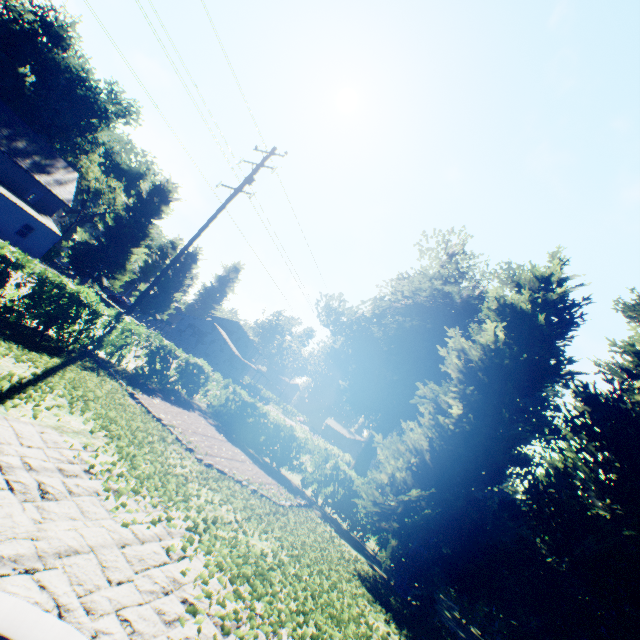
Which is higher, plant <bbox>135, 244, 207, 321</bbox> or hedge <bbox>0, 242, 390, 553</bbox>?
plant <bbox>135, 244, 207, 321</bbox>

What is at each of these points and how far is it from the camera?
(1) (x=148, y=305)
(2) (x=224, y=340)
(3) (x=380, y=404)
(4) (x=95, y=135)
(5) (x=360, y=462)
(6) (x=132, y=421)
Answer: (1) plant, 51.5m
(2) house, 53.8m
(3) plant, 26.2m
(4) plant, 46.2m
(5) plant, 31.3m
(6) plant, 8.0m

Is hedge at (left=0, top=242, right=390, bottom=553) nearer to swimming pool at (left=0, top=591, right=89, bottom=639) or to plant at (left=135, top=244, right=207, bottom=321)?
plant at (left=135, top=244, right=207, bottom=321)

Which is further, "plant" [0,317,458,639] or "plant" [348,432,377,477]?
"plant" [348,432,377,477]

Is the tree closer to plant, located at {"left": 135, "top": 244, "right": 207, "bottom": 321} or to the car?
plant, located at {"left": 135, "top": 244, "right": 207, "bottom": 321}

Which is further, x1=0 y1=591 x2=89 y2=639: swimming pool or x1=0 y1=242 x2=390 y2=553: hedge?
x1=0 y1=242 x2=390 y2=553: hedge

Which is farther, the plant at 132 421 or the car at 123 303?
the car at 123 303

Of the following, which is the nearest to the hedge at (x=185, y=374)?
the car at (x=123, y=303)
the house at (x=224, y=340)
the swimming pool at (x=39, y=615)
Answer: the swimming pool at (x=39, y=615)
